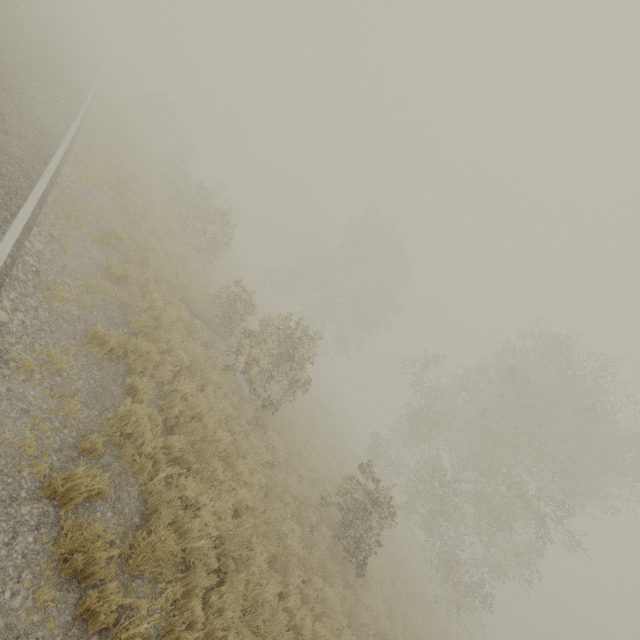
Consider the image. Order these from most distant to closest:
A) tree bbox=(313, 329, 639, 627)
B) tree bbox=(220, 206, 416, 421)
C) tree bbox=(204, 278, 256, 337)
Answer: tree bbox=(313, 329, 639, 627)
tree bbox=(204, 278, 256, 337)
tree bbox=(220, 206, 416, 421)

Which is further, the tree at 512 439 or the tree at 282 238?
the tree at 512 439

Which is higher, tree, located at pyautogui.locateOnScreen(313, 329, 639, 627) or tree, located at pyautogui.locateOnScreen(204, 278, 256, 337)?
tree, located at pyautogui.locateOnScreen(313, 329, 639, 627)

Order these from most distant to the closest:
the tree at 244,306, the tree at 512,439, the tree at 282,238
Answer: the tree at 512,439 → the tree at 244,306 → the tree at 282,238

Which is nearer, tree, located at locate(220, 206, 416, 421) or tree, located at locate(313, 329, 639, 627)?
tree, located at locate(220, 206, 416, 421)

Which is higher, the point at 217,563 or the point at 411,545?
the point at 411,545
